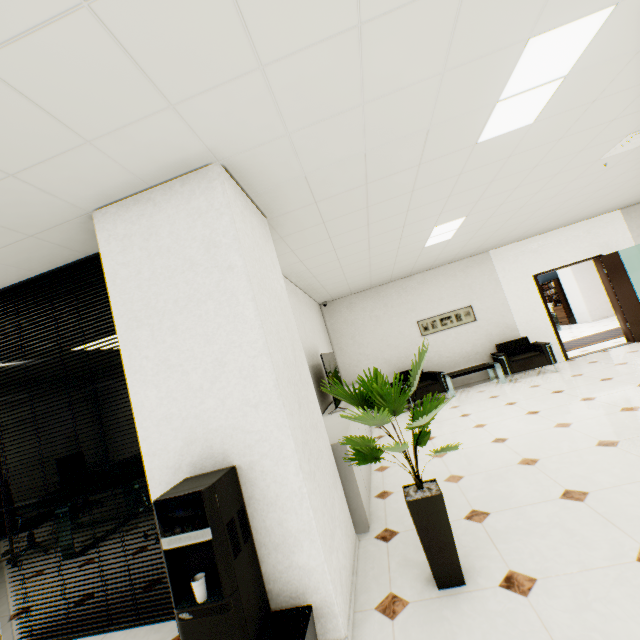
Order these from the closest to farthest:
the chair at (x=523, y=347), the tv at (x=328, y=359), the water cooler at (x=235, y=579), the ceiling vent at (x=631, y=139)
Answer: the water cooler at (x=235, y=579) → the ceiling vent at (x=631, y=139) → the tv at (x=328, y=359) → the chair at (x=523, y=347)

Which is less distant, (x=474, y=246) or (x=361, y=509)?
(x=361, y=509)

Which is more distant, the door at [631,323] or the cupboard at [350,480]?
the door at [631,323]

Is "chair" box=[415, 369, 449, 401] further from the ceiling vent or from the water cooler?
the water cooler

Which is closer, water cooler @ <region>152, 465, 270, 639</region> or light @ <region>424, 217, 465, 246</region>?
water cooler @ <region>152, 465, 270, 639</region>

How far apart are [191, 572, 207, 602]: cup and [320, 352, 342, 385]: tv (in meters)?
3.07

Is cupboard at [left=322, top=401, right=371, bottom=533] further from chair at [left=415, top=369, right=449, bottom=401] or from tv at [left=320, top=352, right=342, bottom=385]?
chair at [left=415, top=369, right=449, bottom=401]

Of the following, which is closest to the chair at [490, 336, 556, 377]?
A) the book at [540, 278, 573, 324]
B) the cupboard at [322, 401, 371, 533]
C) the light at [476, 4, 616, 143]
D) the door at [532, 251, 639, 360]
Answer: the door at [532, 251, 639, 360]
